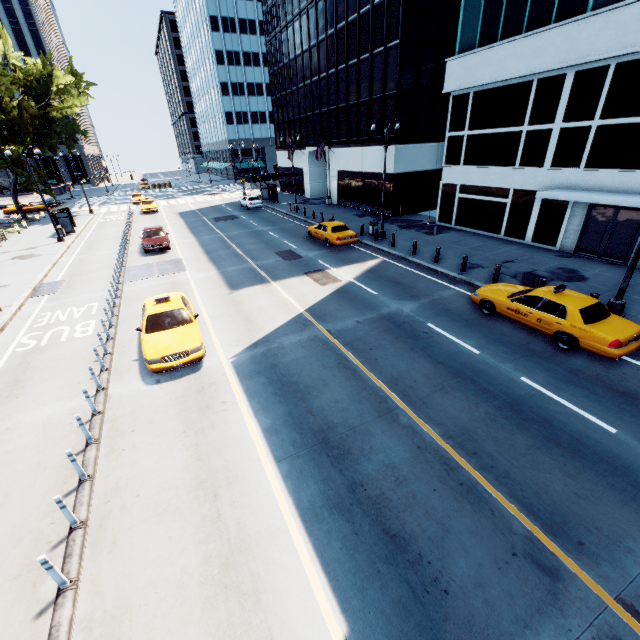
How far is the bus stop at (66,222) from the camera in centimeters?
2983cm

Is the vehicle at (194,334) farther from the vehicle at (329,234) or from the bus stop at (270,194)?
the bus stop at (270,194)

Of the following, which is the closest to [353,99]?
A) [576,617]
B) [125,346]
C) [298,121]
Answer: [298,121]

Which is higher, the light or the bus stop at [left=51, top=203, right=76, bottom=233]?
the bus stop at [left=51, top=203, right=76, bottom=233]

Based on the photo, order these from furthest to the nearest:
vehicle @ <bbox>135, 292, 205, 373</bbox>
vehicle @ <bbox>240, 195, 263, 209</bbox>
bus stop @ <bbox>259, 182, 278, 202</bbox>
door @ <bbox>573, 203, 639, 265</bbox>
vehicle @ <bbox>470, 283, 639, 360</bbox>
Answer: bus stop @ <bbox>259, 182, 278, 202</bbox>
vehicle @ <bbox>240, 195, 263, 209</bbox>
door @ <bbox>573, 203, 639, 265</bbox>
vehicle @ <bbox>135, 292, 205, 373</bbox>
vehicle @ <bbox>470, 283, 639, 360</bbox>

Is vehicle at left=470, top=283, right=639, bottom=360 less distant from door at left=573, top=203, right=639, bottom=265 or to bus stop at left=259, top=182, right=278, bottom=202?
door at left=573, top=203, right=639, bottom=265

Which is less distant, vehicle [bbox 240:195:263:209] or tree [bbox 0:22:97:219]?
tree [bbox 0:22:97:219]

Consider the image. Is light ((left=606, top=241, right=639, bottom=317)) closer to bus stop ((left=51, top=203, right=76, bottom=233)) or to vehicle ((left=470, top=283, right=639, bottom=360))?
vehicle ((left=470, top=283, right=639, bottom=360))
